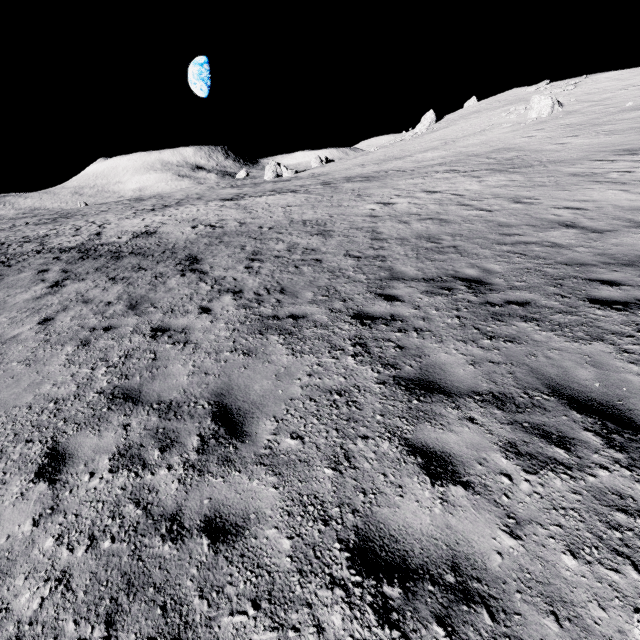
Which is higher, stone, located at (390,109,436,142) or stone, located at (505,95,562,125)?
stone, located at (390,109,436,142)

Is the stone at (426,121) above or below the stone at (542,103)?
above

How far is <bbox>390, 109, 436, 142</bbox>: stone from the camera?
54.86m

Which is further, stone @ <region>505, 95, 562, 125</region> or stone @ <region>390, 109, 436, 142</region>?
stone @ <region>390, 109, 436, 142</region>

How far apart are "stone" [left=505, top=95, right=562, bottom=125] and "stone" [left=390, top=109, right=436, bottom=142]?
20.95m

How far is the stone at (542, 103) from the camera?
35.81m

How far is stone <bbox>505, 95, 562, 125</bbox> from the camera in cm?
3581

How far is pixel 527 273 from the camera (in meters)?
7.02
